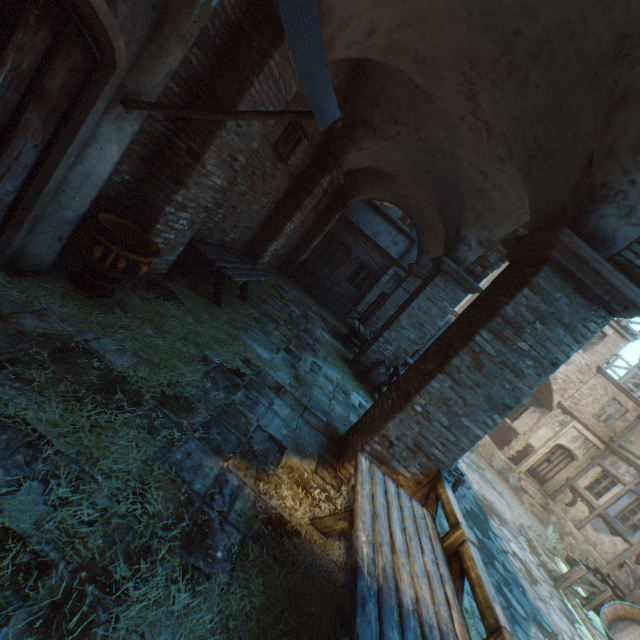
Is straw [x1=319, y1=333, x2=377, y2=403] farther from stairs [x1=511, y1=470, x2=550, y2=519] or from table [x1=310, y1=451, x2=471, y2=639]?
stairs [x1=511, y1=470, x2=550, y2=519]

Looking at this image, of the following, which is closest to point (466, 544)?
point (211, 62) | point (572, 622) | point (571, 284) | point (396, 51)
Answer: point (571, 284)

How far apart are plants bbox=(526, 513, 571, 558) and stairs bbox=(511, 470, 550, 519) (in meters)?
1.88

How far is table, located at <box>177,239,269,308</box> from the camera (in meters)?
5.65

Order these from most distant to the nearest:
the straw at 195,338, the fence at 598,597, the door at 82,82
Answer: the fence at 598,597 < the straw at 195,338 < the door at 82,82

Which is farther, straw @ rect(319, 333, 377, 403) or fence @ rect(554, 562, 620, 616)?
fence @ rect(554, 562, 620, 616)

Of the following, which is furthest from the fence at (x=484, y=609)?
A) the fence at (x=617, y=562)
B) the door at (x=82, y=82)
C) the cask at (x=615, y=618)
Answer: the cask at (x=615, y=618)

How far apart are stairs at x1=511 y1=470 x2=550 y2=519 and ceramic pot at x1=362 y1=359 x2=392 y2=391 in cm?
1239
